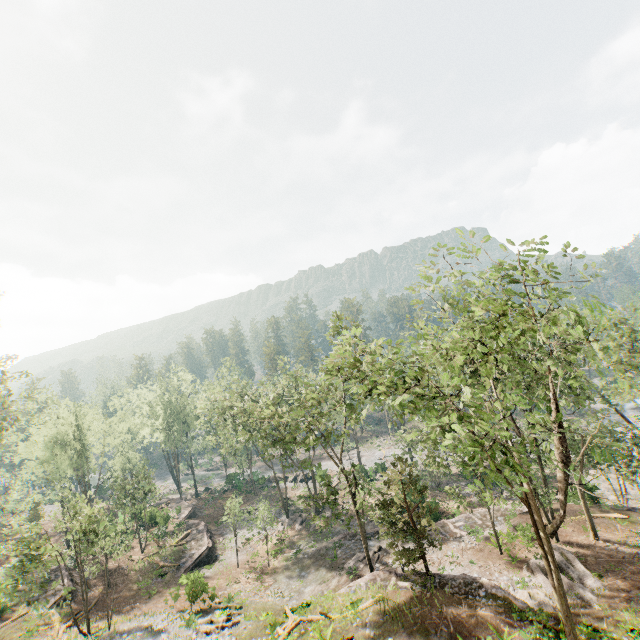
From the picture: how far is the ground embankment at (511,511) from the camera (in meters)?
29.63

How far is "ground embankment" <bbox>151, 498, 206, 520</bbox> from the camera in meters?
45.5

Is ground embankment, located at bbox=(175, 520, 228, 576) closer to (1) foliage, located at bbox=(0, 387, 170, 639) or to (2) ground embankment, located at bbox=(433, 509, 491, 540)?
(2) ground embankment, located at bbox=(433, 509, 491, 540)

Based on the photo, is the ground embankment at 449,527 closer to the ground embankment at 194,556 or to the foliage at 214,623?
the foliage at 214,623

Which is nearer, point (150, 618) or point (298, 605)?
point (298, 605)

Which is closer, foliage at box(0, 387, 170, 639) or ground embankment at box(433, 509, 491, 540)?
foliage at box(0, 387, 170, 639)

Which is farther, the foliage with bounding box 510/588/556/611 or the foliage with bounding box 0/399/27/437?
the foliage with bounding box 0/399/27/437
